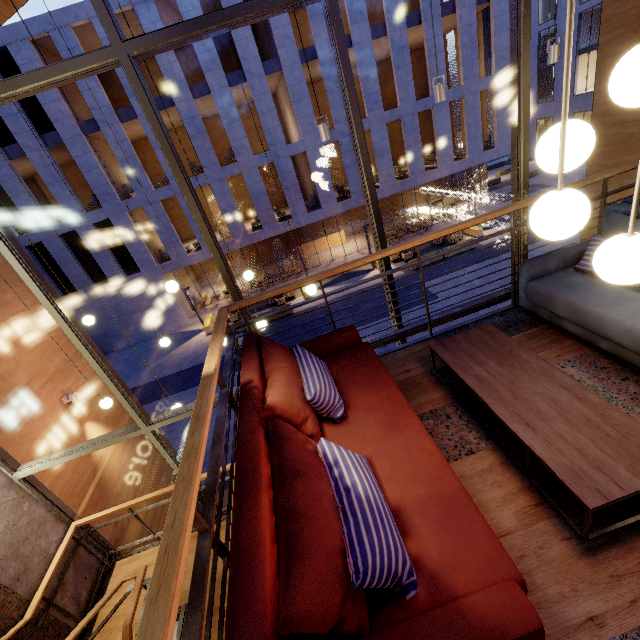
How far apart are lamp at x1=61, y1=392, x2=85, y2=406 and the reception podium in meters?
21.7

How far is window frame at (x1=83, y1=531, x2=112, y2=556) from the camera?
5.38m

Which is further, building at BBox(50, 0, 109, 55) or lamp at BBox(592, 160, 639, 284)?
building at BBox(50, 0, 109, 55)

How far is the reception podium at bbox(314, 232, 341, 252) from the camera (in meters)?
26.33

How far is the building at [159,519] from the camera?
6.9 meters

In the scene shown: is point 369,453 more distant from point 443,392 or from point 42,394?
point 42,394

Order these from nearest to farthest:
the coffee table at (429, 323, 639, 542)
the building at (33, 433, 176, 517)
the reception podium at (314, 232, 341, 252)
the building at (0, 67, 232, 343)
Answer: the coffee table at (429, 323, 639, 542)
the building at (33, 433, 176, 517)
the building at (0, 67, 232, 343)
the reception podium at (314, 232, 341, 252)

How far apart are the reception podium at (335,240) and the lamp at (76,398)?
21.7m
